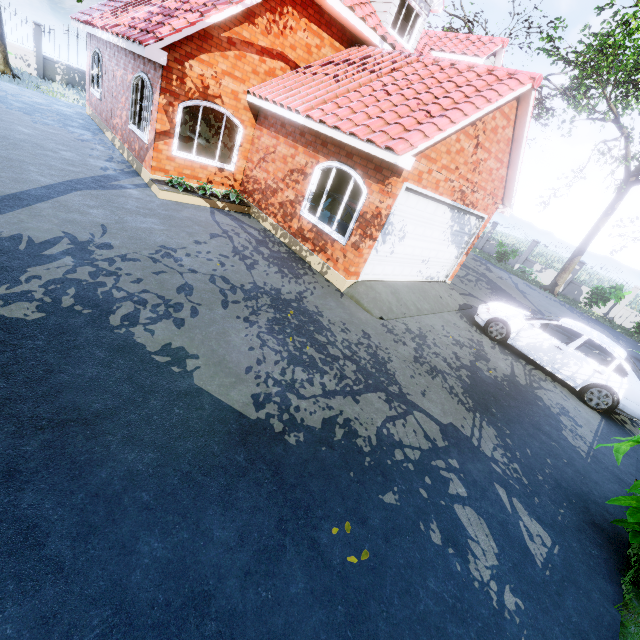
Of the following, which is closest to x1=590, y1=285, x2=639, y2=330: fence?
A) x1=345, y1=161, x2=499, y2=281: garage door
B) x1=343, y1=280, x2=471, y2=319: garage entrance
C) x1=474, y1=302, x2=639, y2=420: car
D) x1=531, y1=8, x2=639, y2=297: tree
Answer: x1=531, y1=8, x2=639, y2=297: tree

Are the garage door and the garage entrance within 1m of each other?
yes

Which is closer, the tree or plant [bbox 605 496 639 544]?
plant [bbox 605 496 639 544]

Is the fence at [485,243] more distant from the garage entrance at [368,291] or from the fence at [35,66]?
the garage entrance at [368,291]

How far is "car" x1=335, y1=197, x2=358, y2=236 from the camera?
8.86m

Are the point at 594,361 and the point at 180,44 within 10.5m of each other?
no

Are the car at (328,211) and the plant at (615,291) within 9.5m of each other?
no

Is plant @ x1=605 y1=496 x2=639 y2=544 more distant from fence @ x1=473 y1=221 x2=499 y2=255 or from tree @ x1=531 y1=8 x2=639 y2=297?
fence @ x1=473 y1=221 x2=499 y2=255
